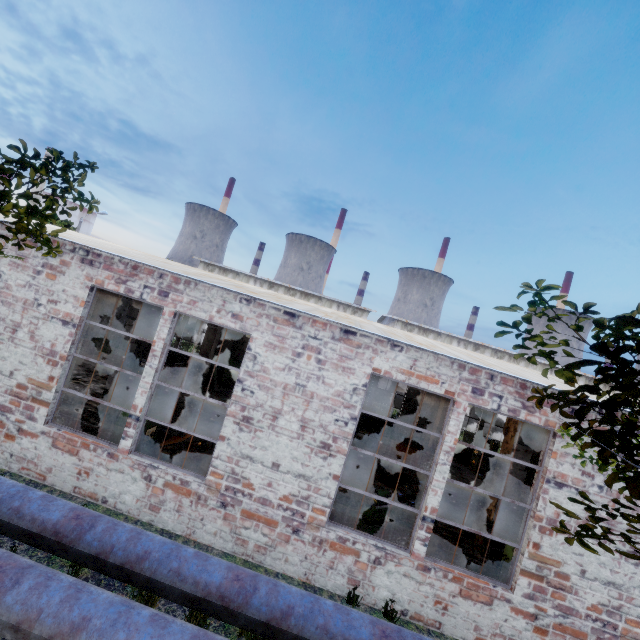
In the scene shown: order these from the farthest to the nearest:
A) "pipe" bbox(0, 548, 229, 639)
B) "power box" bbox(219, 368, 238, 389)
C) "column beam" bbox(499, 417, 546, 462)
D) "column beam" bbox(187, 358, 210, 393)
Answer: "power box" bbox(219, 368, 238, 389) → "column beam" bbox(187, 358, 210, 393) → "column beam" bbox(499, 417, 546, 462) → "pipe" bbox(0, 548, 229, 639)

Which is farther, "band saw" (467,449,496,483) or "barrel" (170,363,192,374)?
"barrel" (170,363,192,374)

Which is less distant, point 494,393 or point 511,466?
point 494,393

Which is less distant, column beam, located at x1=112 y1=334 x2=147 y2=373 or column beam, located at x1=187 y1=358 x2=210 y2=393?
column beam, located at x1=112 y1=334 x2=147 y2=373

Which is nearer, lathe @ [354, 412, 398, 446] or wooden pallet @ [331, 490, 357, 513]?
wooden pallet @ [331, 490, 357, 513]

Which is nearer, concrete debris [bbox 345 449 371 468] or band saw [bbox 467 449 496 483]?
concrete debris [bbox 345 449 371 468]

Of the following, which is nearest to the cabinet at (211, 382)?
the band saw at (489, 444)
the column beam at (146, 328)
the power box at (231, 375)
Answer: the column beam at (146, 328)

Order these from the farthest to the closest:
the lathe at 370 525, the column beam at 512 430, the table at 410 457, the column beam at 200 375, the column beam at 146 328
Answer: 1. the column beam at 200 375
2. the table at 410 457
3. the column beam at 146 328
4. the column beam at 512 430
5. the lathe at 370 525
